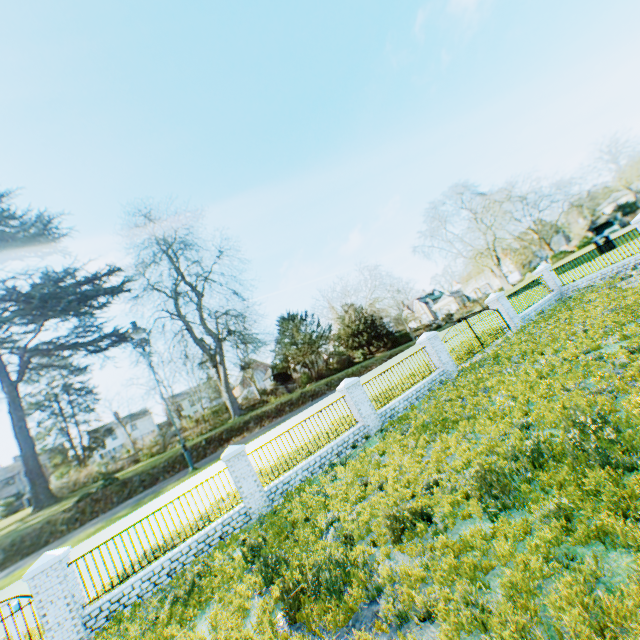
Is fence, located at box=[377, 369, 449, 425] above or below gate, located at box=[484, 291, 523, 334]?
below

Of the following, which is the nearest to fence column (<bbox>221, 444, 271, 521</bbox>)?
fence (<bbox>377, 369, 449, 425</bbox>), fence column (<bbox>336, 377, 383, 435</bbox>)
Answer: fence column (<bbox>336, 377, 383, 435</bbox>)

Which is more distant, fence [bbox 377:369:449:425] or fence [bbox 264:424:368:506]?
fence [bbox 377:369:449:425]

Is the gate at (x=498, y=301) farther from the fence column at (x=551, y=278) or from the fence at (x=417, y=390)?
the fence at (x=417, y=390)

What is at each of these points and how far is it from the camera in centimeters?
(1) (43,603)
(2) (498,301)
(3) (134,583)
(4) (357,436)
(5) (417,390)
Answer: (1) gate, 853cm
(2) gate, 1861cm
(3) fence, 933cm
(4) fence, 1307cm
(5) fence, 1477cm

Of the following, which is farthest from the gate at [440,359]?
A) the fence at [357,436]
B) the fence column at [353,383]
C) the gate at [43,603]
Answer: the gate at [43,603]

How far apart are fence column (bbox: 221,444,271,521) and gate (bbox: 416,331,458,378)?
9.8 meters

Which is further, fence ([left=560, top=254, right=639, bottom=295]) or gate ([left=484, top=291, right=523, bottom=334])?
gate ([left=484, top=291, right=523, bottom=334])
